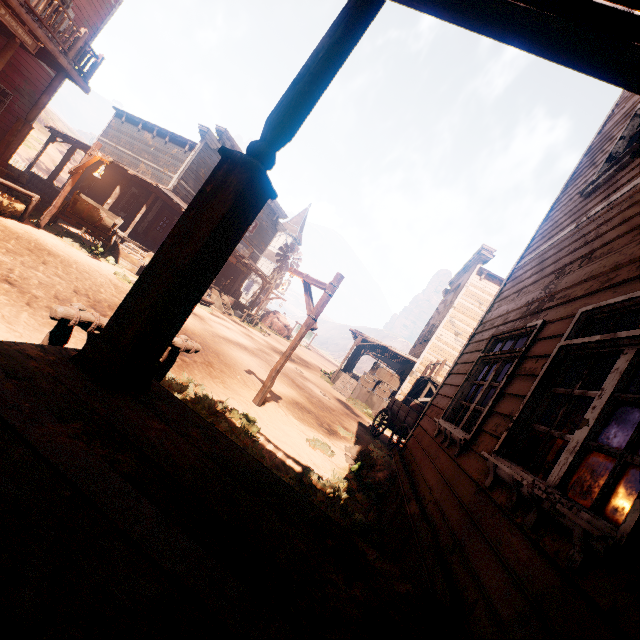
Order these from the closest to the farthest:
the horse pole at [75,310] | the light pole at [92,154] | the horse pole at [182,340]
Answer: the horse pole at [75,310] < the horse pole at [182,340] < the light pole at [92,154]

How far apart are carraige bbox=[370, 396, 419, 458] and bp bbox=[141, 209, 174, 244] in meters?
14.4 m

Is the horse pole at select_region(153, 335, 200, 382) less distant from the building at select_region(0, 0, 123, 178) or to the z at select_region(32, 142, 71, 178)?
the z at select_region(32, 142, 71, 178)

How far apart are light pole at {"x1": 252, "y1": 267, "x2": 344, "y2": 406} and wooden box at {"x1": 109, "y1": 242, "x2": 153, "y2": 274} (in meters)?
8.07

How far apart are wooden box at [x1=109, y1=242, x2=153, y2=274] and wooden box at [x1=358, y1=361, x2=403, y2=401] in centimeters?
1215cm

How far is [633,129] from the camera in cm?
452

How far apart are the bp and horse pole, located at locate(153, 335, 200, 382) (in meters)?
14.64

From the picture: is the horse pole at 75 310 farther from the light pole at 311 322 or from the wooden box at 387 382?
the wooden box at 387 382
